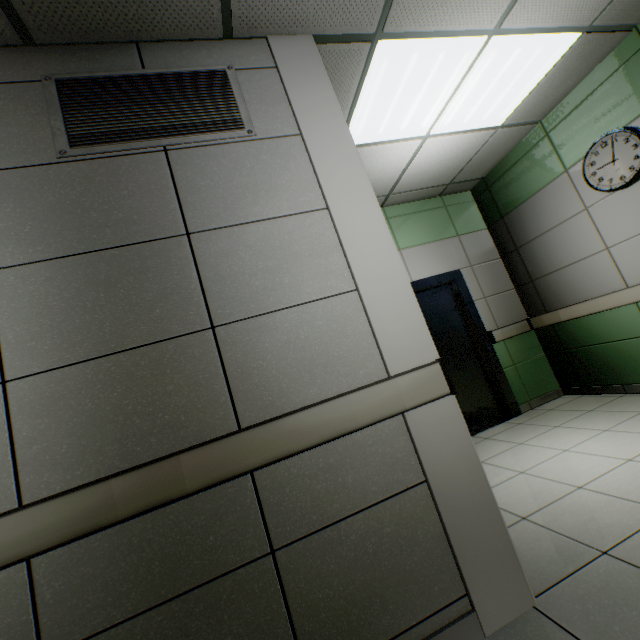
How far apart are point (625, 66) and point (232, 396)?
4.5m

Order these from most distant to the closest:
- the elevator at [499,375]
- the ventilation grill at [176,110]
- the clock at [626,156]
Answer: the elevator at [499,375] → the clock at [626,156] → the ventilation grill at [176,110]

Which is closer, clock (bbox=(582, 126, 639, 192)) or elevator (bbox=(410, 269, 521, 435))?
clock (bbox=(582, 126, 639, 192))

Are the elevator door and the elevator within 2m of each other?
yes

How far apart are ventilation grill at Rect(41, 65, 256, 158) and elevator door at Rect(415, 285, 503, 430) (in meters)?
2.94

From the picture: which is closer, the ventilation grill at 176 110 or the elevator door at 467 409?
the ventilation grill at 176 110

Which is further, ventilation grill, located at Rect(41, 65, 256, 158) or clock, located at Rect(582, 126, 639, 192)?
clock, located at Rect(582, 126, 639, 192)

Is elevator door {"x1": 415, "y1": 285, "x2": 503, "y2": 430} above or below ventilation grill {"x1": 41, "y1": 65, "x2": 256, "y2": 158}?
below
